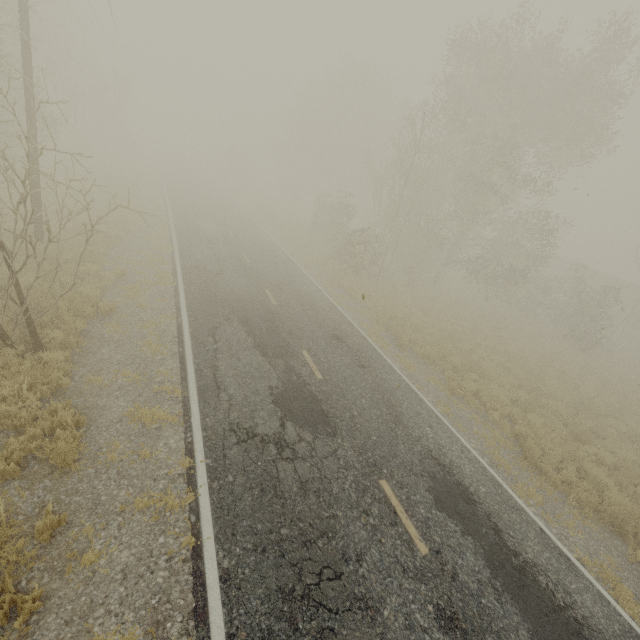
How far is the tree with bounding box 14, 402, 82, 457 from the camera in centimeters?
529cm

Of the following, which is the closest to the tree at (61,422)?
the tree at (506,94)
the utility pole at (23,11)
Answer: the utility pole at (23,11)

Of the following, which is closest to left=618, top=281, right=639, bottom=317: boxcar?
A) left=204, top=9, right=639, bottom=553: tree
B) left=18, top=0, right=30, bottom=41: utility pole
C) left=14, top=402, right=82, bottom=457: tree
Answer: left=204, top=9, right=639, bottom=553: tree

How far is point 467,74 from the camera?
20.8 meters

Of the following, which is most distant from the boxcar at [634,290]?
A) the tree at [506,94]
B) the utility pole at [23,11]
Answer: the utility pole at [23,11]

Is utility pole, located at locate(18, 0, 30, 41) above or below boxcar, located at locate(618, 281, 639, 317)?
above

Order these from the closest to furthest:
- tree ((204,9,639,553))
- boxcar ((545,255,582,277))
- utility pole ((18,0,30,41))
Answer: utility pole ((18,0,30,41)), tree ((204,9,639,553)), boxcar ((545,255,582,277))
